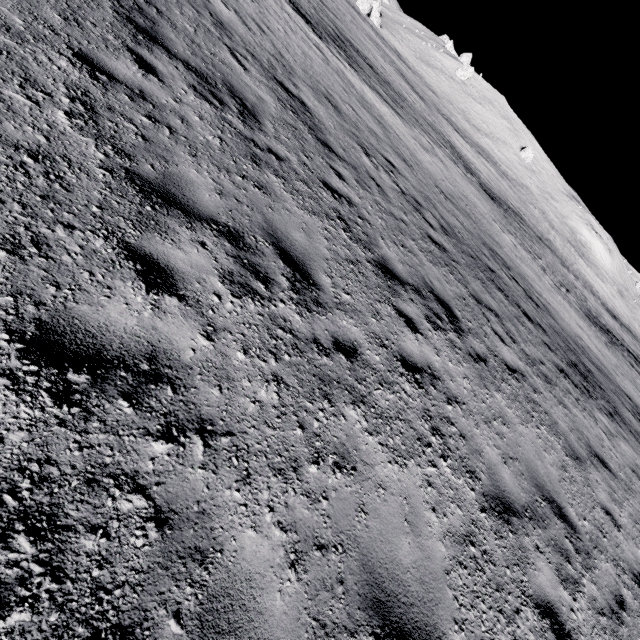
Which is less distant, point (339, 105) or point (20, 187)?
point (20, 187)
